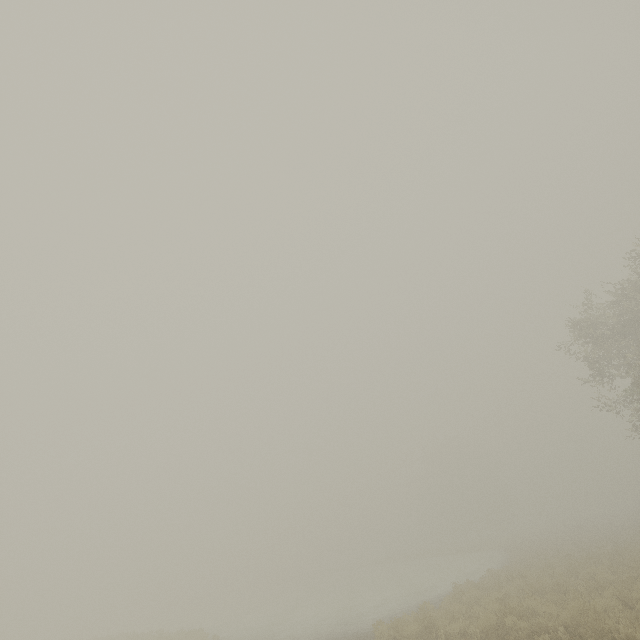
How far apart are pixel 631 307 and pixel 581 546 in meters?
19.1
